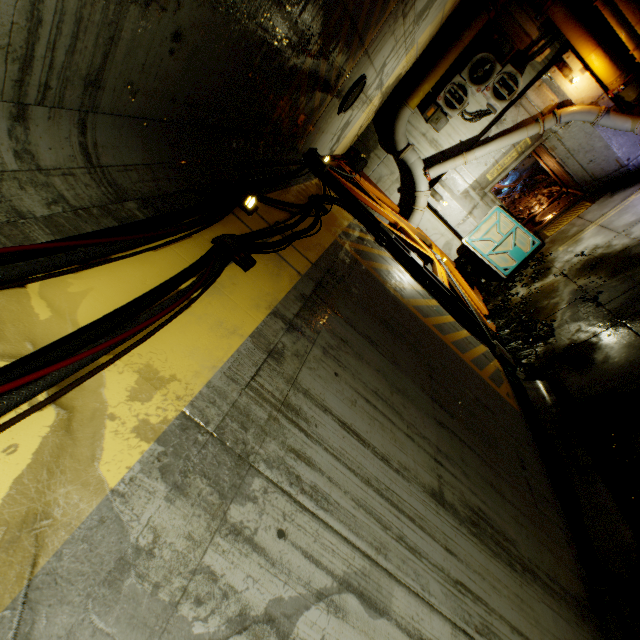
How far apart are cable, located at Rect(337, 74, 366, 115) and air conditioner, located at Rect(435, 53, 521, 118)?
4.3 meters

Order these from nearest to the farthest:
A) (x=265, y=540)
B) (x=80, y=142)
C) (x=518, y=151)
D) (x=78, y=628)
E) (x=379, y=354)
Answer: (x=78, y=628), (x=265, y=540), (x=80, y=142), (x=379, y=354), (x=518, y=151)

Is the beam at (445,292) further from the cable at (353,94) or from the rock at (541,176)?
the rock at (541,176)

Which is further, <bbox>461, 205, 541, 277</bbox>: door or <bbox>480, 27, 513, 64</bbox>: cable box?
<bbox>461, 205, 541, 277</bbox>: door

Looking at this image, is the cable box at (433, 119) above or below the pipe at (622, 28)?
above

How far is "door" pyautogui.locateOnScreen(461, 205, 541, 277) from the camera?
10.81m

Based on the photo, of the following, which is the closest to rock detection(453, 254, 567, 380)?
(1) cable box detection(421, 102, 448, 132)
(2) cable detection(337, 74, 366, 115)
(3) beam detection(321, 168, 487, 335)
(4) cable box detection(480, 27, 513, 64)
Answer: (3) beam detection(321, 168, 487, 335)

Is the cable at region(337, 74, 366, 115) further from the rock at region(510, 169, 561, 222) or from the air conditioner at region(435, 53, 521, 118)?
the rock at region(510, 169, 561, 222)
